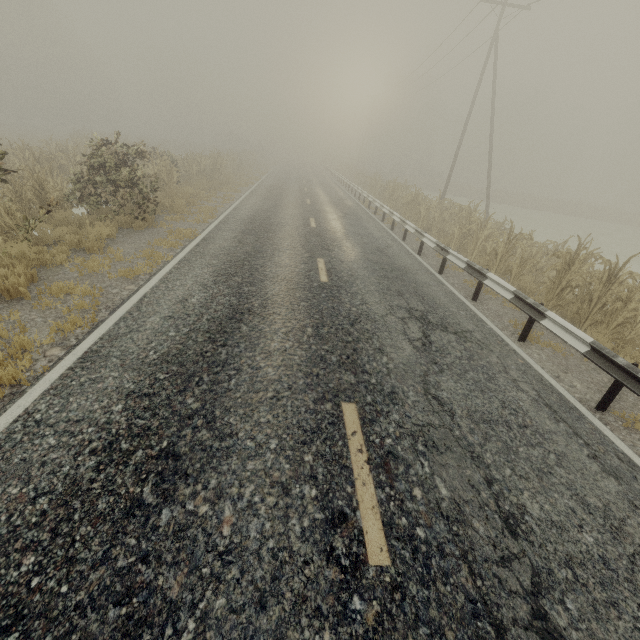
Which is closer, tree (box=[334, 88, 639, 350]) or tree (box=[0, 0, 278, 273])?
tree (box=[334, 88, 639, 350])

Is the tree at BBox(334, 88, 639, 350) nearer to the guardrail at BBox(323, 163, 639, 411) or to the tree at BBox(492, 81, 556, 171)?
the guardrail at BBox(323, 163, 639, 411)

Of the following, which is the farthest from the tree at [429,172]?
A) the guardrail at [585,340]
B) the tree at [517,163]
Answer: the tree at [517,163]

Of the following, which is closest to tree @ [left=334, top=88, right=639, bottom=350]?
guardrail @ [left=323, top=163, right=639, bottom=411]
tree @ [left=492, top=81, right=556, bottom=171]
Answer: guardrail @ [left=323, top=163, right=639, bottom=411]

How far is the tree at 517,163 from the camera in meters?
51.2

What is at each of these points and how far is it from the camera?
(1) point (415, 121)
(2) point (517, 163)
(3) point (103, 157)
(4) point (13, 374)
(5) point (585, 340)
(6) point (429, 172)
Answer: (1) tree, 56.8m
(2) tree, 57.1m
(3) tree, 9.7m
(4) tree, 3.9m
(5) guardrail, 5.1m
(6) tree, 52.2m
